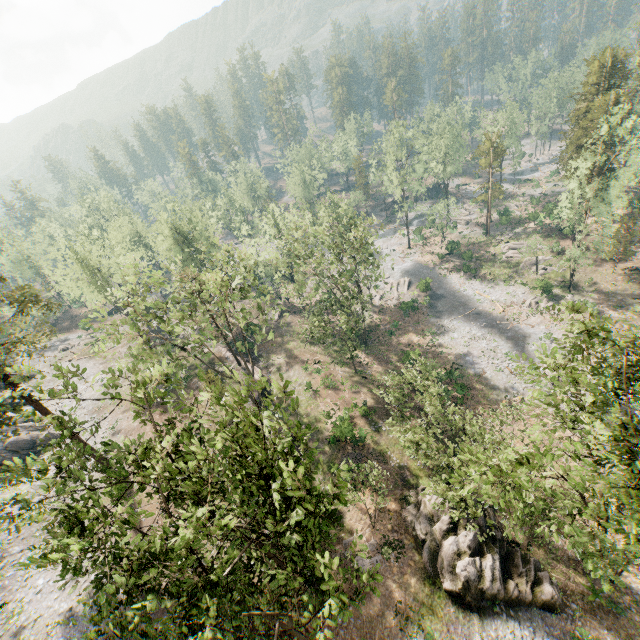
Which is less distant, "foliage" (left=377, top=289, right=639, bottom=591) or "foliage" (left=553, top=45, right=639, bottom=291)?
"foliage" (left=377, top=289, right=639, bottom=591)

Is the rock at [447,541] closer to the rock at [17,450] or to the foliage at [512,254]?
the foliage at [512,254]

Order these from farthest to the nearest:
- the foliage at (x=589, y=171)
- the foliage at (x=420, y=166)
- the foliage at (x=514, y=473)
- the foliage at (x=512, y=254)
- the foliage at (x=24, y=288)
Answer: the foliage at (x=420, y=166)
the foliage at (x=512, y=254)
the foliage at (x=589, y=171)
the foliage at (x=24, y=288)
the foliage at (x=514, y=473)

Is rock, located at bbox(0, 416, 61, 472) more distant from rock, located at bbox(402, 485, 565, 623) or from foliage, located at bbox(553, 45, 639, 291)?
rock, located at bbox(402, 485, 565, 623)

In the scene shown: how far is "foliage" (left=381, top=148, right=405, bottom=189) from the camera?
54.7 meters

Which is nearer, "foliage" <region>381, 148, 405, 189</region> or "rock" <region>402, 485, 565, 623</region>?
"rock" <region>402, 485, 565, 623</region>

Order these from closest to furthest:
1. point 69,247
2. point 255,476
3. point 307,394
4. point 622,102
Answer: point 255,476
point 307,394
point 69,247
point 622,102
